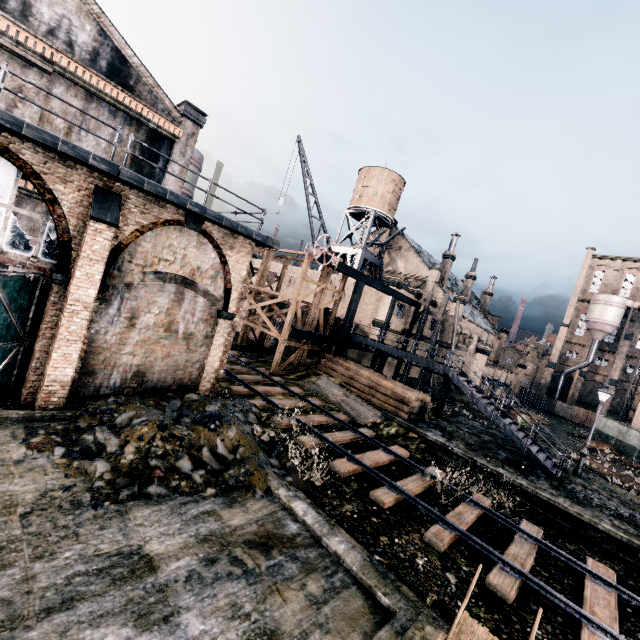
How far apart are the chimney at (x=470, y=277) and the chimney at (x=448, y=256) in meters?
9.4 m

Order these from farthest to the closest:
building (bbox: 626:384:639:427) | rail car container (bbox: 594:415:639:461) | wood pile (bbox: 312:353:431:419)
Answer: building (bbox: 626:384:639:427) < rail car container (bbox: 594:415:639:461) < wood pile (bbox: 312:353:431:419)

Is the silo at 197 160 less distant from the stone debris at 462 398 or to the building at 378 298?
the building at 378 298

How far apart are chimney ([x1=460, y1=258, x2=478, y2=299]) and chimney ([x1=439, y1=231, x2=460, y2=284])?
9.4 meters

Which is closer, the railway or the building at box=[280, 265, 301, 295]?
the railway

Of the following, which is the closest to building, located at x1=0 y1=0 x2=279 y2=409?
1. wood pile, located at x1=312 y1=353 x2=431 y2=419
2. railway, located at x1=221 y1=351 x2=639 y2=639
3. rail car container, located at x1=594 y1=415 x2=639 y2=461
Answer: railway, located at x1=221 y1=351 x2=639 y2=639

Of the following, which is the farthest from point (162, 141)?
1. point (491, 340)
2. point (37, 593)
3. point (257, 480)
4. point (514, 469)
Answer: point (491, 340)

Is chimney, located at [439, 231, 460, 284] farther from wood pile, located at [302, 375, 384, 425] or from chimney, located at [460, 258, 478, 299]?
wood pile, located at [302, 375, 384, 425]
